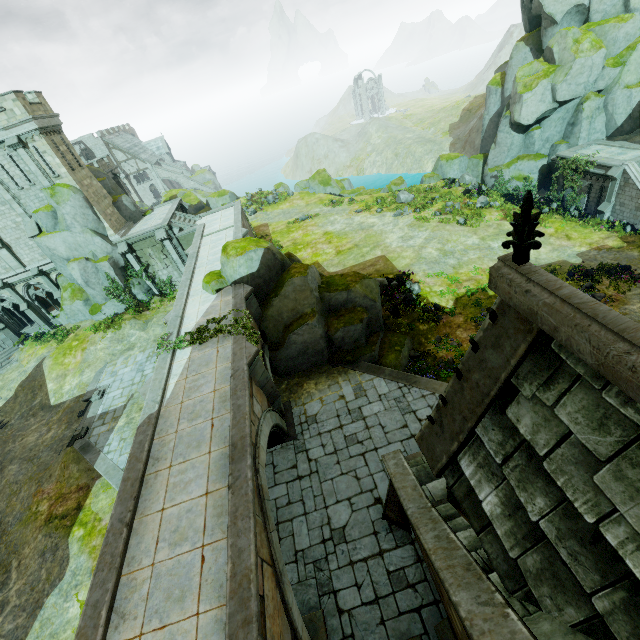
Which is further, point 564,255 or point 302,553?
point 564,255

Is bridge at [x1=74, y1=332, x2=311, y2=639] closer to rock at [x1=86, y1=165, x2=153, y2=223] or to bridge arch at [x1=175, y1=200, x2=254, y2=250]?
bridge arch at [x1=175, y1=200, x2=254, y2=250]

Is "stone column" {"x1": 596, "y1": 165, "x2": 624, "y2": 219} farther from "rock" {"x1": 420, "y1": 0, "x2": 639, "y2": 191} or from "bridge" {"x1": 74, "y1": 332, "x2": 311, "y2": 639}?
"bridge" {"x1": 74, "y1": 332, "x2": 311, "y2": 639}

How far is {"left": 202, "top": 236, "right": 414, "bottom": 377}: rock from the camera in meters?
17.3

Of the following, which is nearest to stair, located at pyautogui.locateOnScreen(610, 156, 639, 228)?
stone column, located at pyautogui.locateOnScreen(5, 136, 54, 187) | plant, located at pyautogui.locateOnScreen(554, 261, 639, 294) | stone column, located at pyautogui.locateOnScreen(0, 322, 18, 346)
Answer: plant, located at pyautogui.locateOnScreen(554, 261, 639, 294)

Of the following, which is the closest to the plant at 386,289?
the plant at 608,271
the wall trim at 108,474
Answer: the plant at 608,271

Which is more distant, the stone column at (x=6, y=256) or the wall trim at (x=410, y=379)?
the stone column at (x=6, y=256)

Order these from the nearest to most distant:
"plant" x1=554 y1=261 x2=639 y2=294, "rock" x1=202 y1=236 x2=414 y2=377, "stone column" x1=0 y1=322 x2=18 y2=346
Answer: "rock" x1=202 y1=236 x2=414 y2=377
"plant" x1=554 y1=261 x2=639 y2=294
"stone column" x1=0 y1=322 x2=18 y2=346
